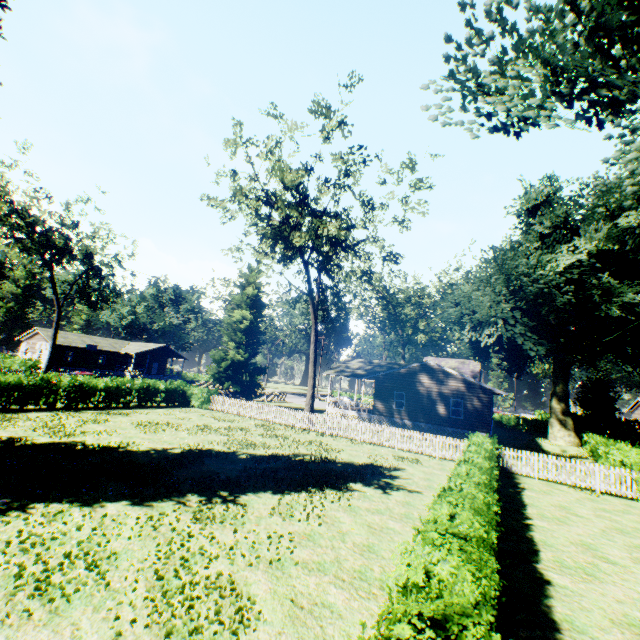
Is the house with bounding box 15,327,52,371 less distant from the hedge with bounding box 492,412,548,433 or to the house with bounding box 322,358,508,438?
the house with bounding box 322,358,508,438

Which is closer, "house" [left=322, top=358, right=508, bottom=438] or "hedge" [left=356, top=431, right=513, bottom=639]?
"hedge" [left=356, top=431, right=513, bottom=639]

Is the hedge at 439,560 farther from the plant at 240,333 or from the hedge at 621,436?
the hedge at 621,436

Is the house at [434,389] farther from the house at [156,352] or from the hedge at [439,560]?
the house at [156,352]

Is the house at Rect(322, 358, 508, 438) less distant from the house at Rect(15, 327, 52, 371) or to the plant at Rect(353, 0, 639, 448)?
the plant at Rect(353, 0, 639, 448)

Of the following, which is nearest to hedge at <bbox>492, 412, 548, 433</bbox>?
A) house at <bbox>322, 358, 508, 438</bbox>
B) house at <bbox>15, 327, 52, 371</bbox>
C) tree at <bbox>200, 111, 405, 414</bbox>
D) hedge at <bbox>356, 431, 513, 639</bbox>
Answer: house at <bbox>322, 358, 508, 438</bbox>

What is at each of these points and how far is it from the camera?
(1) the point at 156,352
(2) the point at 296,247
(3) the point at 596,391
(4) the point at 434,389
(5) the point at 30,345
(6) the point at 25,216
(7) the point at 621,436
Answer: (1) house, 58.0 meters
(2) tree, 26.7 meters
(3) plant, 41.4 meters
(4) house, 29.0 meters
(5) house, 51.7 meters
(6) tree, 33.8 meters
(7) hedge, 40.8 meters

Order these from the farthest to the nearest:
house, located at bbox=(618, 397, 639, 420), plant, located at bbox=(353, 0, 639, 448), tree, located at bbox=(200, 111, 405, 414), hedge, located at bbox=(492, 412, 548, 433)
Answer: house, located at bbox=(618, 397, 639, 420)
hedge, located at bbox=(492, 412, 548, 433)
tree, located at bbox=(200, 111, 405, 414)
plant, located at bbox=(353, 0, 639, 448)
